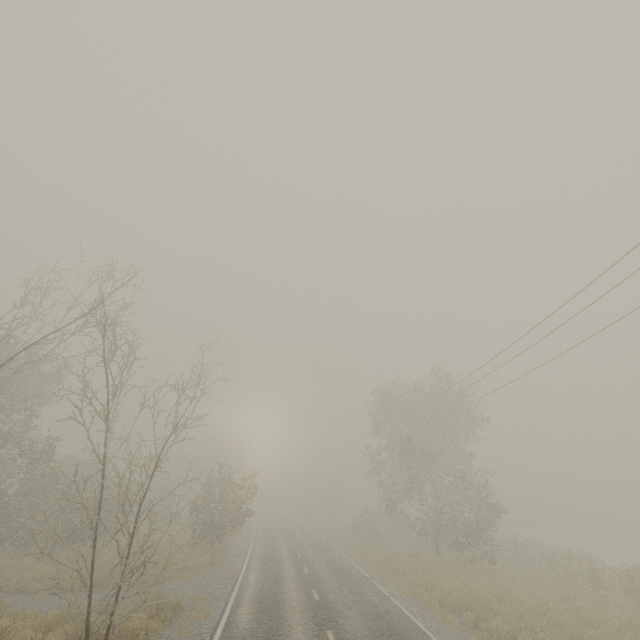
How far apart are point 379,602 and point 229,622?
6.67m

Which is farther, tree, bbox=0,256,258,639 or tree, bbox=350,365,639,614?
tree, bbox=350,365,639,614

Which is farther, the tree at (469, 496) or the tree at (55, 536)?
the tree at (469, 496)
